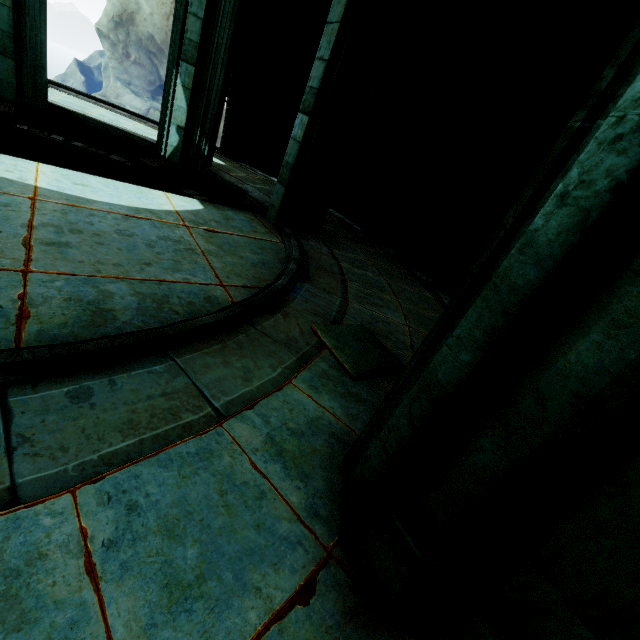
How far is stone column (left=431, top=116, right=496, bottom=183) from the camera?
6.69m

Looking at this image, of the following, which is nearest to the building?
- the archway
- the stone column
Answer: the archway

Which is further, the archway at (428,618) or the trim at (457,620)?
the trim at (457,620)

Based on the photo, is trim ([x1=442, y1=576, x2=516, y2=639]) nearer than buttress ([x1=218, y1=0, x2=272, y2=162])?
Yes

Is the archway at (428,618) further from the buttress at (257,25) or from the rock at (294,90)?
the buttress at (257,25)

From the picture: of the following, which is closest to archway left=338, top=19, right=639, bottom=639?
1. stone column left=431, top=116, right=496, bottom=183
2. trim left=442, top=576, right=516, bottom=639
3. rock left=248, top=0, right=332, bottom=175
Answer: trim left=442, top=576, right=516, bottom=639

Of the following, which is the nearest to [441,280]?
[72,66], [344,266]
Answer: [344,266]

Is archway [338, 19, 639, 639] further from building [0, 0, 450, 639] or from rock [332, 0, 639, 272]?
rock [332, 0, 639, 272]
